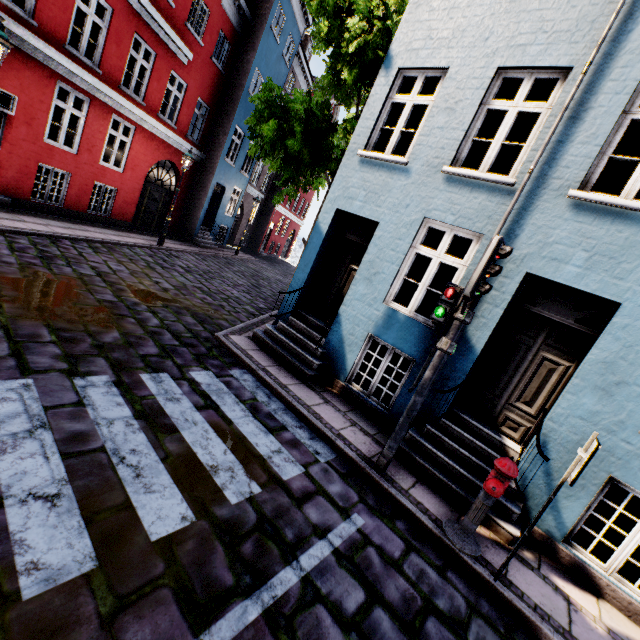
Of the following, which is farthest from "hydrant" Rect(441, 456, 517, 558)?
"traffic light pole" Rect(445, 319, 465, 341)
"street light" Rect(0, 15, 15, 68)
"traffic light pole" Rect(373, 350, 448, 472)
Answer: "street light" Rect(0, 15, 15, 68)

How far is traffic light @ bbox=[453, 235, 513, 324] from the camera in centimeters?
368cm

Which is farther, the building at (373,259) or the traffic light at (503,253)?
the building at (373,259)

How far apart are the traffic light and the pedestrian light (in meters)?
0.09

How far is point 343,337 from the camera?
6.76m

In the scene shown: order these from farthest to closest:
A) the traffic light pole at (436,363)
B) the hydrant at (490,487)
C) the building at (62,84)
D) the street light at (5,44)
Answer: the building at (62,84)
the street light at (5,44)
the traffic light pole at (436,363)
the hydrant at (490,487)

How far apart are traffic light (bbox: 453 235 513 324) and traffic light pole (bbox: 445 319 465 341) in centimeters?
1cm

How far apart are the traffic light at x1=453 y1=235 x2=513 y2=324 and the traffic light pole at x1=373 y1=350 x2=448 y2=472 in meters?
0.5
